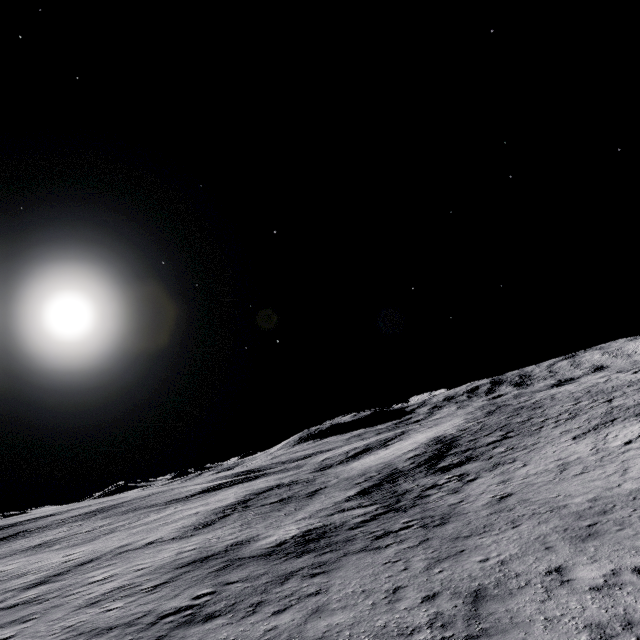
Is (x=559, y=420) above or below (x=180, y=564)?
above
